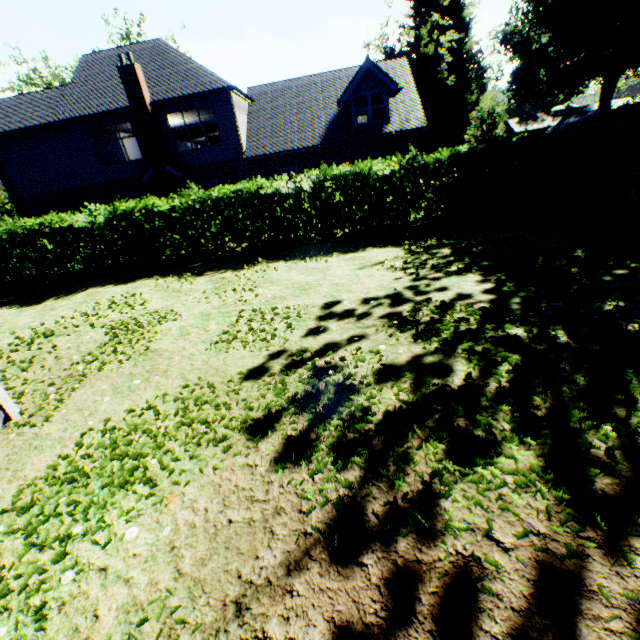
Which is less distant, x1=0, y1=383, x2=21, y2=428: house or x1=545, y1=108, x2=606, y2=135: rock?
x1=0, y1=383, x2=21, y2=428: house

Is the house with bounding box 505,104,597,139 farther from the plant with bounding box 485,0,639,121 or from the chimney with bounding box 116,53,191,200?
the chimney with bounding box 116,53,191,200

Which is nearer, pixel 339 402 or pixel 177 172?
pixel 339 402

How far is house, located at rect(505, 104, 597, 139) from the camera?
54.7 meters

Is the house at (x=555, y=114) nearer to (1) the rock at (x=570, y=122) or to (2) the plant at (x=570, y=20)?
(2) the plant at (x=570, y=20)

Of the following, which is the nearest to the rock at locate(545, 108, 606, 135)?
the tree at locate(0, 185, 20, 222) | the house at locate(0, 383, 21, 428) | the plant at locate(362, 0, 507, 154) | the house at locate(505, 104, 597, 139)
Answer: the plant at locate(362, 0, 507, 154)

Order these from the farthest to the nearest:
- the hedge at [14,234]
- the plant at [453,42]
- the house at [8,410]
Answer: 1. the plant at [453,42]
2. the hedge at [14,234]
3. the house at [8,410]

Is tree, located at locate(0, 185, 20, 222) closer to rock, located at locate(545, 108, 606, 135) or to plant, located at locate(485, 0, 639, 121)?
plant, located at locate(485, 0, 639, 121)
